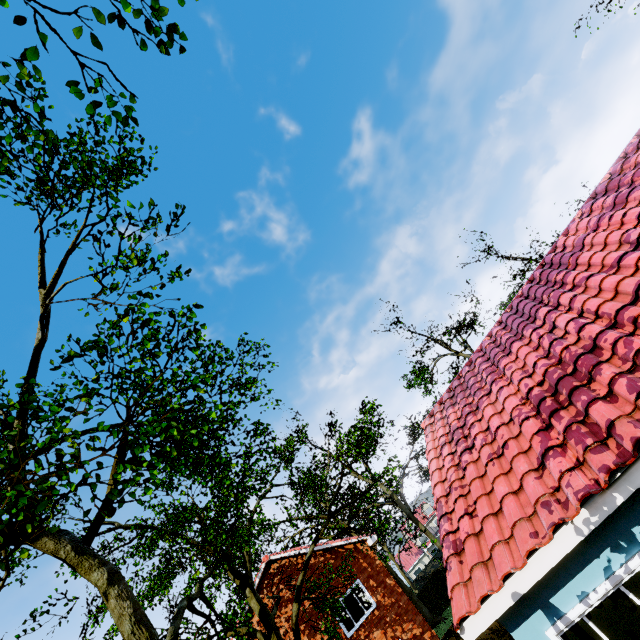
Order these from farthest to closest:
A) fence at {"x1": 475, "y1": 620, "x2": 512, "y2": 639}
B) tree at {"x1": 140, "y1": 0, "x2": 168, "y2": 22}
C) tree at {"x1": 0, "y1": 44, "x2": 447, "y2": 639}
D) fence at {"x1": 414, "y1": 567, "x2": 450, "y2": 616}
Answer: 1. fence at {"x1": 414, "y1": 567, "x2": 450, "y2": 616}
2. fence at {"x1": 475, "y1": 620, "x2": 512, "y2": 639}
3. tree at {"x1": 140, "y1": 0, "x2": 168, "y2": 22}
4. tree at {"x1": 0, "y1": 44, "x2": 447, "y2": 639}

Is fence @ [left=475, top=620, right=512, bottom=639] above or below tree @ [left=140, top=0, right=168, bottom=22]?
below

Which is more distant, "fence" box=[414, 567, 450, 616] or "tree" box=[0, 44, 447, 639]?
"fence" box=[414, 567, 450, 616]

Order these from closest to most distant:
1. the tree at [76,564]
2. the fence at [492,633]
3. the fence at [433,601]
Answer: the tree at [76,564], the fence at [492,633], the fence at [433,601]

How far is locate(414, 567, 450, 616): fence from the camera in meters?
29.5 m

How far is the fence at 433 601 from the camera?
29.5 meters

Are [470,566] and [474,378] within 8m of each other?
yes
